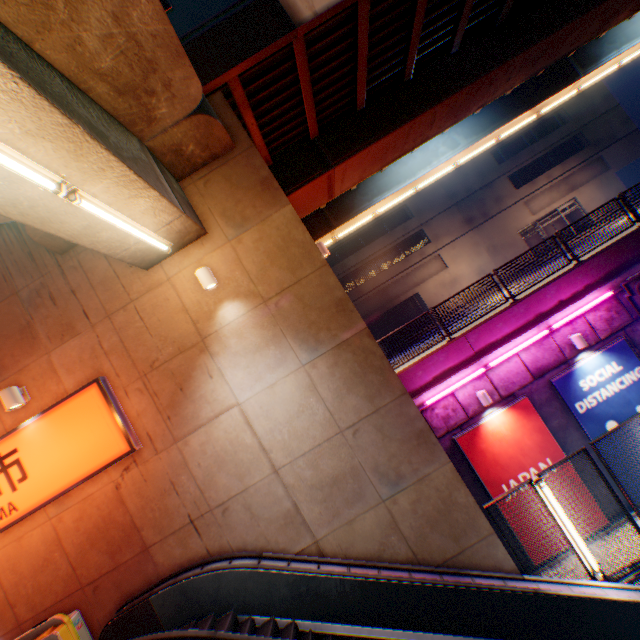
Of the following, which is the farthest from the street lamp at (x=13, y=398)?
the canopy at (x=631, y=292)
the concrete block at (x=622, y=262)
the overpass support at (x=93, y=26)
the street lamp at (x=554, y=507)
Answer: the canopy at (x=631, y=292)

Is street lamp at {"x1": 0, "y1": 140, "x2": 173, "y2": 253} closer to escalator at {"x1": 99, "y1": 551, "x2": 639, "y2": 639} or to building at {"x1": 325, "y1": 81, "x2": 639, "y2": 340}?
escalator at {"x1": 99, "y1": 551, "x2": 639, "y2": 639}

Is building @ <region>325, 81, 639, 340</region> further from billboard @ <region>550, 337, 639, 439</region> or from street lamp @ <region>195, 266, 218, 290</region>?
street lamp @ <region>195, 266, 218, 290</region>

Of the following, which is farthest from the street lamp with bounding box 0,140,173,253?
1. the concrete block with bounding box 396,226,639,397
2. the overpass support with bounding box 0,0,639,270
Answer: the concrete block with bounding box 396,226,639,397

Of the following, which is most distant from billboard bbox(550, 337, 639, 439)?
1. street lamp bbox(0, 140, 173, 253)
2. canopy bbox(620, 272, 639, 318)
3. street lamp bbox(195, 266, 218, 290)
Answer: street lamp bbox(0, 140, 173, 253)

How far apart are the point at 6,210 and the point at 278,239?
4.05m

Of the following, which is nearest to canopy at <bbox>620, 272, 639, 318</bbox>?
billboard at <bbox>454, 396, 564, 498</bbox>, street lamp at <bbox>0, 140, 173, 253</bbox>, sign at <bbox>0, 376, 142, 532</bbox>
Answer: billboard at <bbox>454, 396, 564, 498</bbox>

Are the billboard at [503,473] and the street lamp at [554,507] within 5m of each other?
yes
